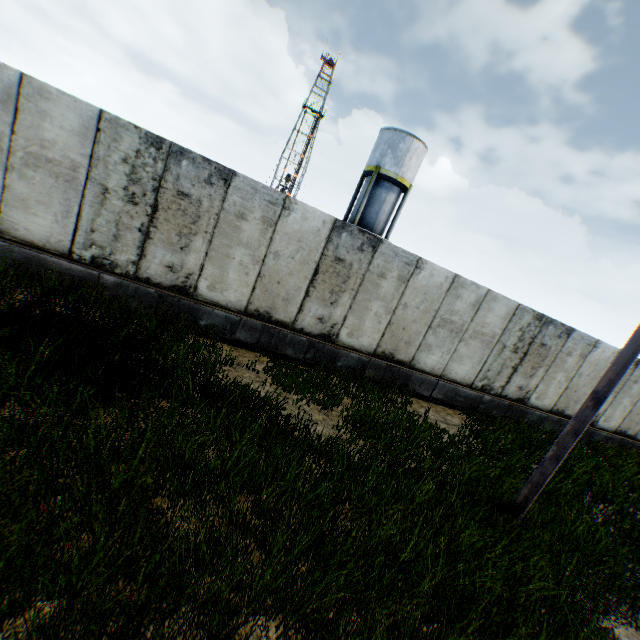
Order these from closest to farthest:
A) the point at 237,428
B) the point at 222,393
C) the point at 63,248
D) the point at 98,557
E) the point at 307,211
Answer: the point at 98,557, the point at 237,428, the point at 222,393, the point at 63,248, the point at 307,211

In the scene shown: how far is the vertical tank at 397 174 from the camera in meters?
24.1 m

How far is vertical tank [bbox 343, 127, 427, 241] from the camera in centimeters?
2408cm

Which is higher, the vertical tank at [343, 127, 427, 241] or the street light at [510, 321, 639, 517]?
the vertical tank at [343, 127, 427, 241]

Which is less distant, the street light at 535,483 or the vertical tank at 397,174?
the street light at 535,483

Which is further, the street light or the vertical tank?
the vertical tank
